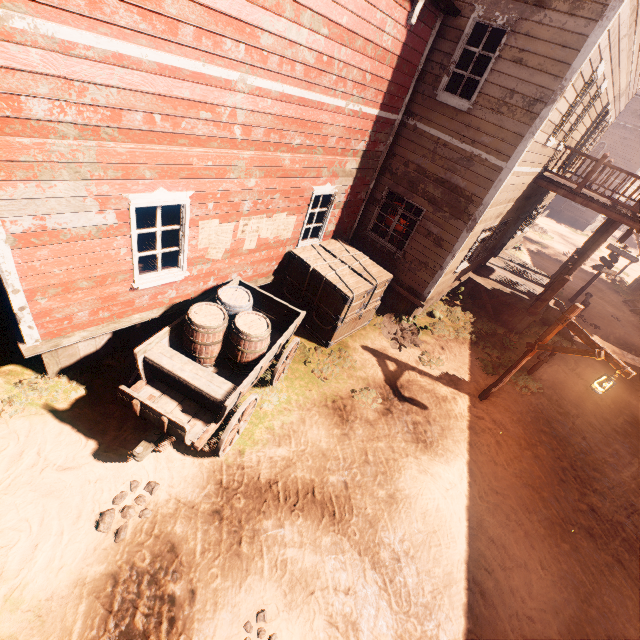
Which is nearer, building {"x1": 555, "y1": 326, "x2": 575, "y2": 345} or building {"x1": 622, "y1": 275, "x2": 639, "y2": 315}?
building {"x1": 555, "y1": 326, "x2": 575, "y2": 345}

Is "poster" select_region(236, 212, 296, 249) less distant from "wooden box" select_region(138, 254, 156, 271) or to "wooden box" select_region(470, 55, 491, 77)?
"wooden box" select_region(138, 254, 156, 271)

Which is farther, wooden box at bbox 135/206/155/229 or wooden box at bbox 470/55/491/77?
wooden box at bbox 470/55/491/77

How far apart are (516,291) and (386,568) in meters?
11.5 m

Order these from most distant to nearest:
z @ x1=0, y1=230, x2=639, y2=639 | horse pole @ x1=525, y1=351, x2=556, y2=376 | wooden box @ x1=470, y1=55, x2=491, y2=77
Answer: horse pole @ x1=525, y1=351, x2=556, y2=376
wooden box @ x1=470, y1=55, x2=491, y2=77
z @ x1=0, y1=230, x2=639, y2=639

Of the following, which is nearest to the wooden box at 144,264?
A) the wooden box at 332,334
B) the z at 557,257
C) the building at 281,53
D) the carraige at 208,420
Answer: the building at 281,53

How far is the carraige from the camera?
4.4m

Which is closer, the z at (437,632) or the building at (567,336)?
the z at (437,632)
